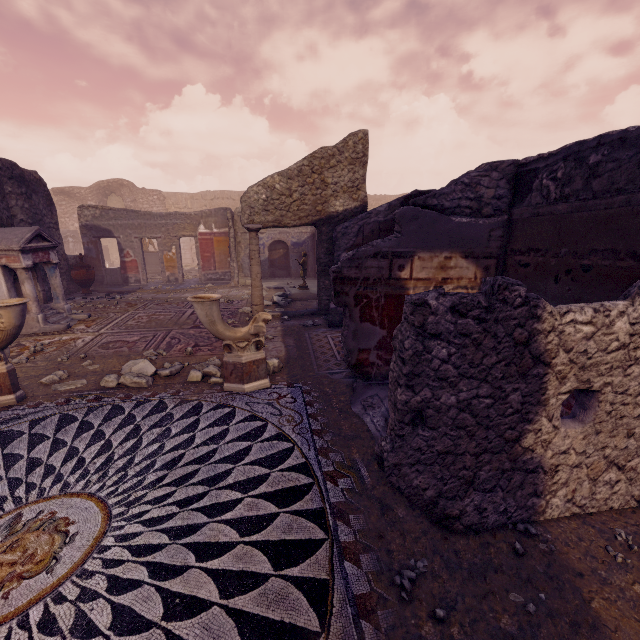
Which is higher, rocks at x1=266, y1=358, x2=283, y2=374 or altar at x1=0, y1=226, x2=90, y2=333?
altar at x1=0, y1=226, x2=90, y2=333

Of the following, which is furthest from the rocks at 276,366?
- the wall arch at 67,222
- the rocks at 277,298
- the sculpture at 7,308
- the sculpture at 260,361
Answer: the wall arch at 67,222

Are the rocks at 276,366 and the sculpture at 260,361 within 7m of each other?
yes

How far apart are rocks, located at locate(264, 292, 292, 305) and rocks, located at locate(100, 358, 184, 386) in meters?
4.1

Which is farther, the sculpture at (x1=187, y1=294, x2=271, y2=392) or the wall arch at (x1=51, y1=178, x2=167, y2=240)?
the wall arch at (x1=51, y1=178, x2=167, y2=240)

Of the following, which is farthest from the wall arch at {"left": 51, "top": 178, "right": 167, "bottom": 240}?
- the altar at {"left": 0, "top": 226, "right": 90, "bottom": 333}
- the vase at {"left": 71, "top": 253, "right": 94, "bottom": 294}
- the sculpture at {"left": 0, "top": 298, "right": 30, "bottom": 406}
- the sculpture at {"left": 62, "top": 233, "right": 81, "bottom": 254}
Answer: the sculpture at {"left": 0, "top": 298, "right": 30, "bottom": 406}

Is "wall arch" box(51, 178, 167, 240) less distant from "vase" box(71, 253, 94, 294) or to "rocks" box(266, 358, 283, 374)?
"vase" box(71, 253, 94, 294)

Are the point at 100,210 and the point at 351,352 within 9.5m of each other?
no
